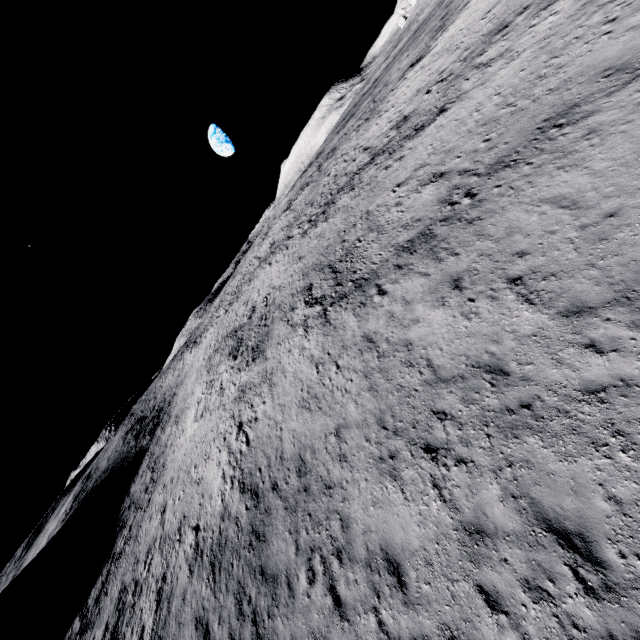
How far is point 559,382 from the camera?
7.6m
